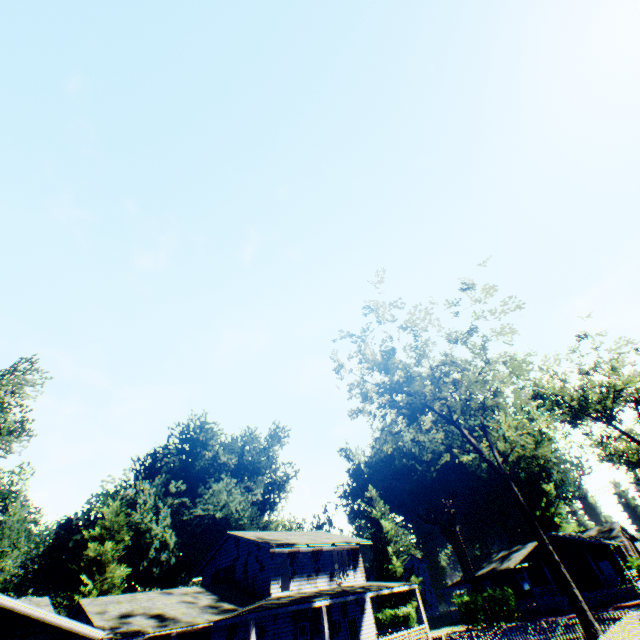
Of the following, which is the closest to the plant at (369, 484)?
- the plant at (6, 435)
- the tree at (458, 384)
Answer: the plant at (6, 435)

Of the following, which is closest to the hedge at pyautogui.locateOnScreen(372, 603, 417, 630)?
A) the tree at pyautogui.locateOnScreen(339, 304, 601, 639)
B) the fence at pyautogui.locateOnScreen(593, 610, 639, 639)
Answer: the fence at pyautogui.locateOnScreen(593, 610, 639, 639)

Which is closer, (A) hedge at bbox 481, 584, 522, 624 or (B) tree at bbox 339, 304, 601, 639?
(B) tree at bbox 339, 304, 601, 639

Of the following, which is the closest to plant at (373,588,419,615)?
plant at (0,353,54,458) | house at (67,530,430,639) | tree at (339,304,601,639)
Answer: plant at (0,353,54,458)

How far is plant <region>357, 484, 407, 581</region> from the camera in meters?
47.6

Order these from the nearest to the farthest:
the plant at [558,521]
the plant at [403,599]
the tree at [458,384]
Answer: the tree at [458,384] → the plant at [403,599] → the plant at [558,521]

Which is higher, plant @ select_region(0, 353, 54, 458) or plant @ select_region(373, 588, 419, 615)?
plant @ select_region(0, 353, 54, 458)

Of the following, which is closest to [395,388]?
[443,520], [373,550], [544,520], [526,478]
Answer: [373,550]
